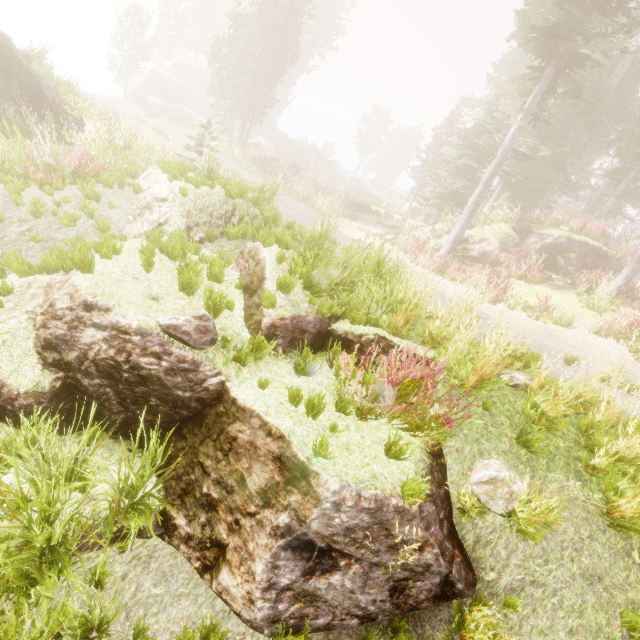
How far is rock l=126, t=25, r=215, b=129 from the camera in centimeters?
3594cm

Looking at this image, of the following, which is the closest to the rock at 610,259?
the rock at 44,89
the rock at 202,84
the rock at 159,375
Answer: the rock at 159,375

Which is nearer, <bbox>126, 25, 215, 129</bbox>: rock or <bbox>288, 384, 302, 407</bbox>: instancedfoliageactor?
<bbox>288, 384, 302, 407</bbox>: instancedfoliageactor

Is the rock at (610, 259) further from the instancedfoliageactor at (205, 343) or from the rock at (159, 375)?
the rock at (159, 375)

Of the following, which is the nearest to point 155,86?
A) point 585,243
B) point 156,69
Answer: point 156,69

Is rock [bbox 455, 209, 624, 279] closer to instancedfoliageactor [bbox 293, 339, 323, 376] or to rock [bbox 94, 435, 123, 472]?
instancedfoliageactor [bbox 293, 339, 323, 376]

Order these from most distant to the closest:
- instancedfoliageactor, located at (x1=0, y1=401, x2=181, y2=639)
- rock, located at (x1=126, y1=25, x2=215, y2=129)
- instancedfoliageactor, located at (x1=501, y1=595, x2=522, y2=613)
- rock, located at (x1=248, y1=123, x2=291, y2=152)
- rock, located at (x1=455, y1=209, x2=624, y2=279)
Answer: rock, located at (x1=248, y1=123, x2=291, y2=152)
rock, located at (x1=126, y1=25, x2=215, y2=129)
rock, located at (x1=455, y1=209, x2=624, y2=279)
instancedfoliageactor, located at (x1=501, y1=595, x2=522, y2=613)
instancedfoliageactor, located at (x1=0, y1=401, x2=181, y2=639)
